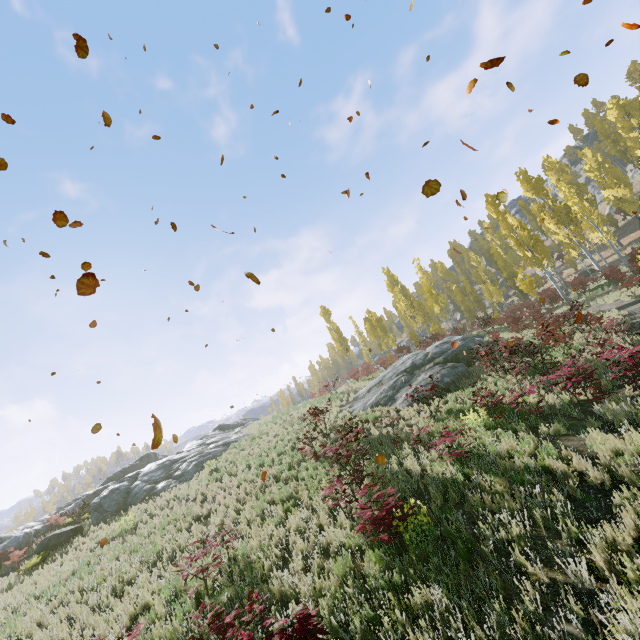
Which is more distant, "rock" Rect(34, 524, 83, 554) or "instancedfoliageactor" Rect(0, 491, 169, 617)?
"rock" Rect(34, 524, 83, 554)

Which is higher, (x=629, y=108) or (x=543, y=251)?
(x=629, y=108)

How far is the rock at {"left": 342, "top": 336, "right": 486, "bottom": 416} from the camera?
15.7m

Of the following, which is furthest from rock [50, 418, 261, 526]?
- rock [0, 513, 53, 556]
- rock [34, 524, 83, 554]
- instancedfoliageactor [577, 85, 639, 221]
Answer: instancedfoliageactor [577, 85, 639, 221]

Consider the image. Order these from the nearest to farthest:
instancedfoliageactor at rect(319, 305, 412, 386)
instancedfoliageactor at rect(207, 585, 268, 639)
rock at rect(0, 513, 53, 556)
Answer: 1. instancedfoliageactor at rect(207, 585, 268, 639)
2. rock at rect(0, 513, 53, 556)
3. instancedfoliageactor at rect(319, 305, 412, 386)

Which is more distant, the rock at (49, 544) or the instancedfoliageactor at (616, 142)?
the instancedfoliageactor at (616, 142)

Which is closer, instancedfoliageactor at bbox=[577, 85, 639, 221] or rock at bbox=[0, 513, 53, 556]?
rock at bbox=[0, 513, 53, 556]

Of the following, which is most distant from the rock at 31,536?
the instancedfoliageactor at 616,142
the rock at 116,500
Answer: the instancedfoliageactor at 616,142
